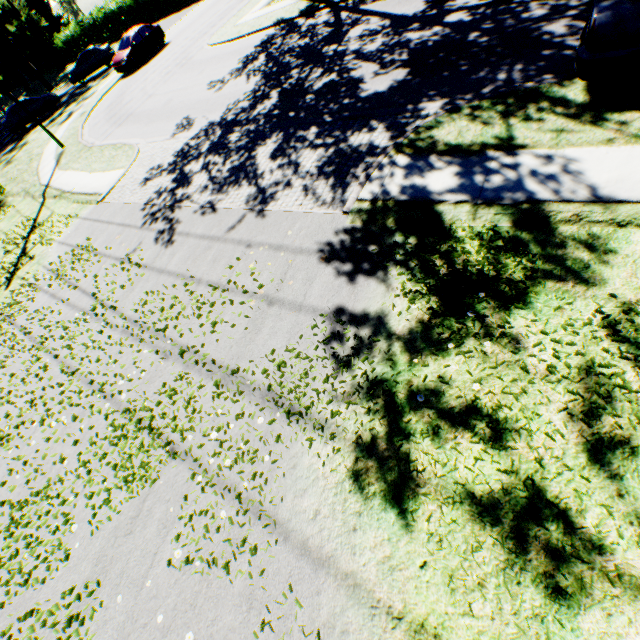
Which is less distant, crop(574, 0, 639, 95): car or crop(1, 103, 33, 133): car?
crop(574, 0, 639, 95): car

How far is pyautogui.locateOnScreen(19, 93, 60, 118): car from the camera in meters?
26.2 m

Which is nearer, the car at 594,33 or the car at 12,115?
the car at 594,33

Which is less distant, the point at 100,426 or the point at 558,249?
the point at 558,249
